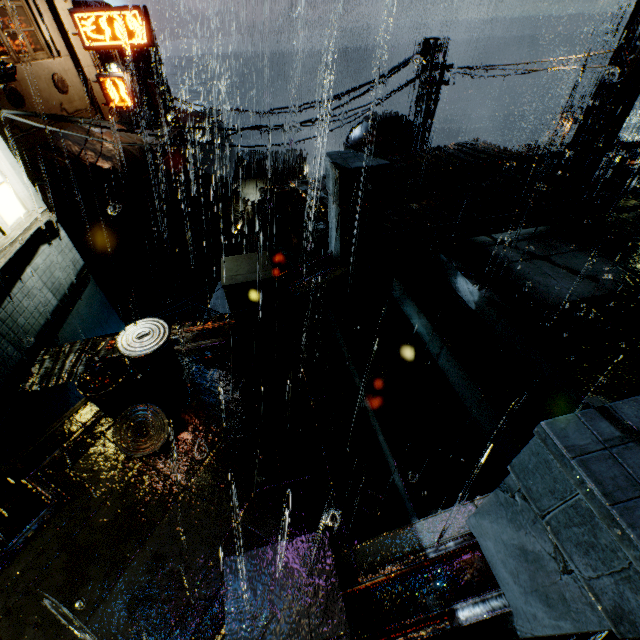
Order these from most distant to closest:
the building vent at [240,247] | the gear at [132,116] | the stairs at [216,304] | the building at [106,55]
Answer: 1. the building at [106,55]
2. the gear at [132,116]
3. the building vent at [240,247]
4. the stairs at [216,304]

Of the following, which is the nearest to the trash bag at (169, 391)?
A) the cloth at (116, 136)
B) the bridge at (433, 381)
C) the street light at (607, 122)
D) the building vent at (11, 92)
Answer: the bridge at (433, 381)

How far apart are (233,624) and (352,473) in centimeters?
210cm

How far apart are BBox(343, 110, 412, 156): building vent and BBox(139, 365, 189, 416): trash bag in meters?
15.6

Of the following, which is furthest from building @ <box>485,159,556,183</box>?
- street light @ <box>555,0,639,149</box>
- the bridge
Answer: street light @ <box>555,0,639,149</box>

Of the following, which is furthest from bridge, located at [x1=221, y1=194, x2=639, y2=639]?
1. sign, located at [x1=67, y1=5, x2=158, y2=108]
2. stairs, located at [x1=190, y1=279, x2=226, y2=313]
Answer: sign, located at [x1=67, y1=5, x2=158, y2=108]

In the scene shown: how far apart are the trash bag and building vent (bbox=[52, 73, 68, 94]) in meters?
20.4 m

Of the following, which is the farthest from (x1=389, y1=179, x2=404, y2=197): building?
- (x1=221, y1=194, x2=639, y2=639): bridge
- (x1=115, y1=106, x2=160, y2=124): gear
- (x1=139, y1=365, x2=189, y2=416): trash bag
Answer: (x1=115, y1=106, x2=160, y2=124): gear
